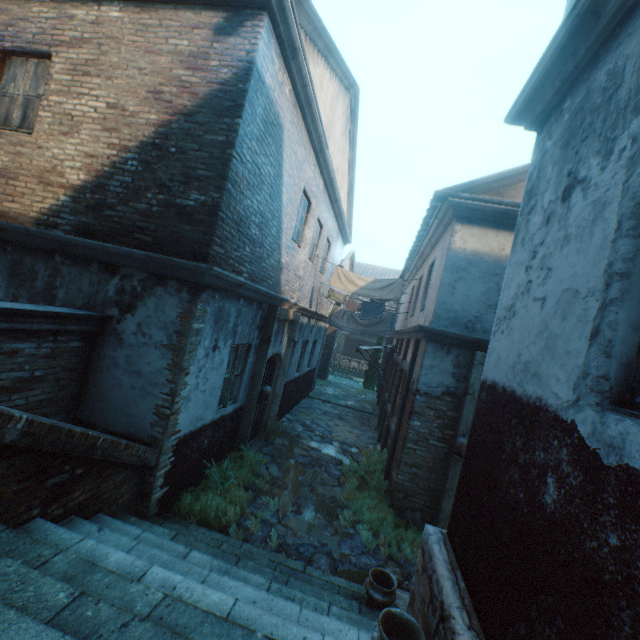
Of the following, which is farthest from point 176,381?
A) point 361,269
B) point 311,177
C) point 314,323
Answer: point 361,269

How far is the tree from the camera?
23.34m

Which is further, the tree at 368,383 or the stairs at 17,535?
the tree at 368,383

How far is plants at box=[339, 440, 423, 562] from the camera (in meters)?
5.55

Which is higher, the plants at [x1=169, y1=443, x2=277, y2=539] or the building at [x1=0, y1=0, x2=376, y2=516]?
the building at [x1=0, y1=0, x2=376, y2=516]

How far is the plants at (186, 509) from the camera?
5.1 meters

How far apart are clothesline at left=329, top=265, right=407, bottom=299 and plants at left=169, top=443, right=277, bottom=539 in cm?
556

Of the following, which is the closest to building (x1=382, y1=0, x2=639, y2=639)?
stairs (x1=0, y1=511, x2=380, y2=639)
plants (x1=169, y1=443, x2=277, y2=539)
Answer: stairs (x1=0, y1=511, x2=380, y2=639)
